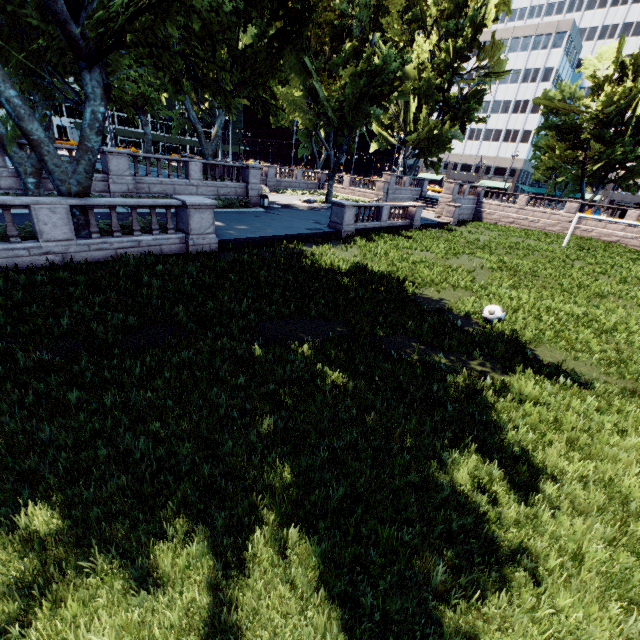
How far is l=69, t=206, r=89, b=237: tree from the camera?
11.5m

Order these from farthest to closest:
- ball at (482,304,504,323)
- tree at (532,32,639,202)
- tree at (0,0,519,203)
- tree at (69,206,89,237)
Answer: tree at (532,32,639,202)
tree at (69,206,89,237)
ball at (482,304,504,323)
tree at (0,0,519,203)

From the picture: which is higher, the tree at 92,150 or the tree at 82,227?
the tree at 92,150

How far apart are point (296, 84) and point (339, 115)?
4.4m

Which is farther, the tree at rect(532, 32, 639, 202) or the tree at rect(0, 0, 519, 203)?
the tree at rect(532, 32, 639, 202)

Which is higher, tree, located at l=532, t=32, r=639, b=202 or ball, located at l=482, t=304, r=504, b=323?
tree, located at l=532, t=32, r=639, b=202

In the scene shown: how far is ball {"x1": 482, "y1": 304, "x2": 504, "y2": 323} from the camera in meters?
10.6 m

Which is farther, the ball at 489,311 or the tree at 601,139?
the tree at 601,139
